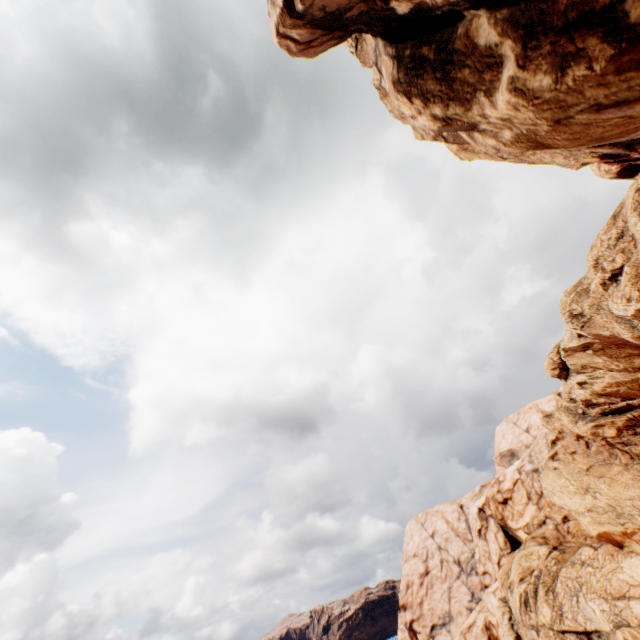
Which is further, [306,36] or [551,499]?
[551,499]
